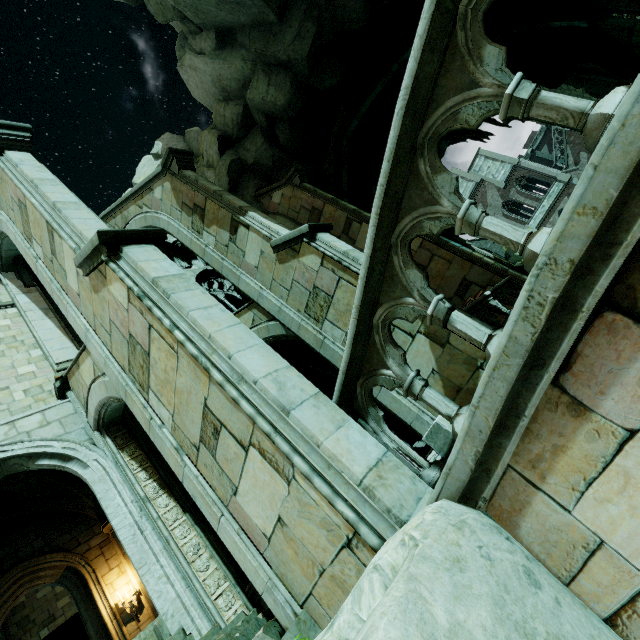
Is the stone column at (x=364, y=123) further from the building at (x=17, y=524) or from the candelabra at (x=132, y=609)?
the candelabra at (x=132, y=609)

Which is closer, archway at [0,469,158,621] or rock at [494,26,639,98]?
archway at [0,469,158,621]

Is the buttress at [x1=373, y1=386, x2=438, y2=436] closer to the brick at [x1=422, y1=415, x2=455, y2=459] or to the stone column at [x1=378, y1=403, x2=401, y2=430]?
the brick at [x1=422, y1=415, x2=455, y2=459]

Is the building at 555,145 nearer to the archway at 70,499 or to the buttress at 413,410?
the buttress at 413,410

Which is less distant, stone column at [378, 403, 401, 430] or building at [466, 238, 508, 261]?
stone column at [378, 403, 401, 430]

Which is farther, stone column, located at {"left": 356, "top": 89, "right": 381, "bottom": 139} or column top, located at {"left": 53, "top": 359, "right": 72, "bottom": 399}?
stone column, located at {"left": 356, "top": 89, "right": 381, "bottom": 139}

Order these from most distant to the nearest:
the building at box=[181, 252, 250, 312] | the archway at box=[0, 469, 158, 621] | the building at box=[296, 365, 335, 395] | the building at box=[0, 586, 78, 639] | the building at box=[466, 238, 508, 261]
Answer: the building at box=[466, 238, 508, 261] < the building at box=[296, 365, 335, 395] < the building at box=[181, 252, 250, 312] < the building at box=[0, 586, 78, 639] < the archway at box=[0, 469, 158, 621]

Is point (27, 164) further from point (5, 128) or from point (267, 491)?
point (267, 491)
